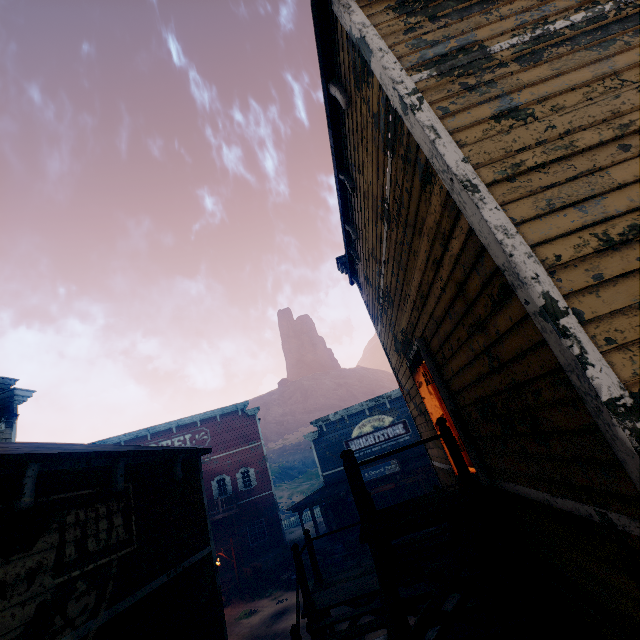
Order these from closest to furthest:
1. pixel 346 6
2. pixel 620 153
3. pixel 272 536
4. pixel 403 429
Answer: pixel 620 153
pixel 346 6
pixel 403 429
pixel 272 536

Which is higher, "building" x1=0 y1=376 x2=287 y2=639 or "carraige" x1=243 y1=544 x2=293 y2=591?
"building" x1=0 y1=376 x2=287 y2=639

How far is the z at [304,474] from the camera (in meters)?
44.66

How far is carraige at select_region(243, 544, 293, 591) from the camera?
19.6 meters

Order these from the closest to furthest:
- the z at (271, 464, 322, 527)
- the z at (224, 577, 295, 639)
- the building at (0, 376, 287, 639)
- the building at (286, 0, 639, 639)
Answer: the building at (286, 0, 639, 639), the building at (0, 376, 287, 639), the z at (224, 577, 295, 639), the z at (271, 464, 322, 527)

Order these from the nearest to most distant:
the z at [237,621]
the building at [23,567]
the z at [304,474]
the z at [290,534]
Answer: the building at [23,567]
the z at [237,621]
the z at [290,534]
the z at [304,474]

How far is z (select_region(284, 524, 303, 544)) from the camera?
32.4m
